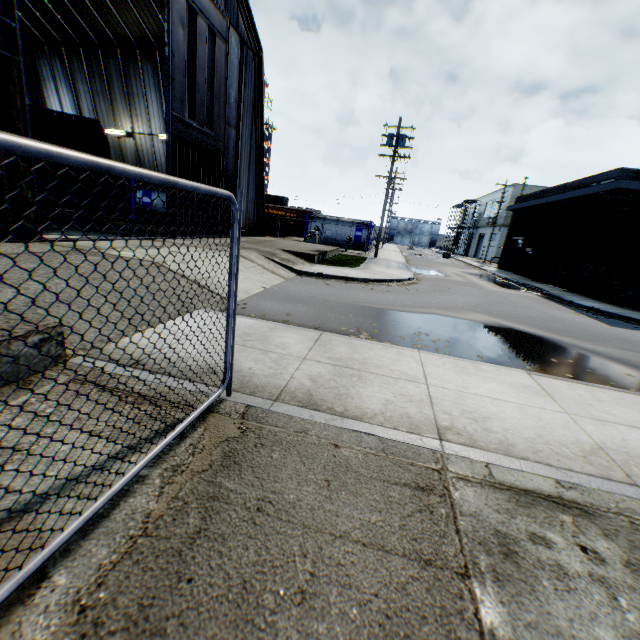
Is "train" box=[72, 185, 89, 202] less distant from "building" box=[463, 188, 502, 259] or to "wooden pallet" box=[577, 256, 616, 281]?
"wooden pallet" box=[577, 256, 616, 281]

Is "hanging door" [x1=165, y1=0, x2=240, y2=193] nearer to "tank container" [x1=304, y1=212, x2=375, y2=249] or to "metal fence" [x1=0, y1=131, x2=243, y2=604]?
"metal fence" [x1=0, y1=131, x2=243, y2=604]

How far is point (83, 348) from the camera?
4.3m

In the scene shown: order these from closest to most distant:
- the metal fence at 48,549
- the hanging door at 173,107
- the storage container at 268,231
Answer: the metal fence at 48,549 → the hanging door at 173,107 → the storage container at 268,231

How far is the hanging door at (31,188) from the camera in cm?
853

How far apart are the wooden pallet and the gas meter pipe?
19.38m

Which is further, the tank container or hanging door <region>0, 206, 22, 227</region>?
the tank container

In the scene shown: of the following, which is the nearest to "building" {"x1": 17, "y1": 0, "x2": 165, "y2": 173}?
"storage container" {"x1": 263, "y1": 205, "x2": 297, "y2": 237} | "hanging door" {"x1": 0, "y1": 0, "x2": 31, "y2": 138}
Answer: "hanging door" {"x1": 0, "y1": 0, "x2": 31, "y2": 138}
